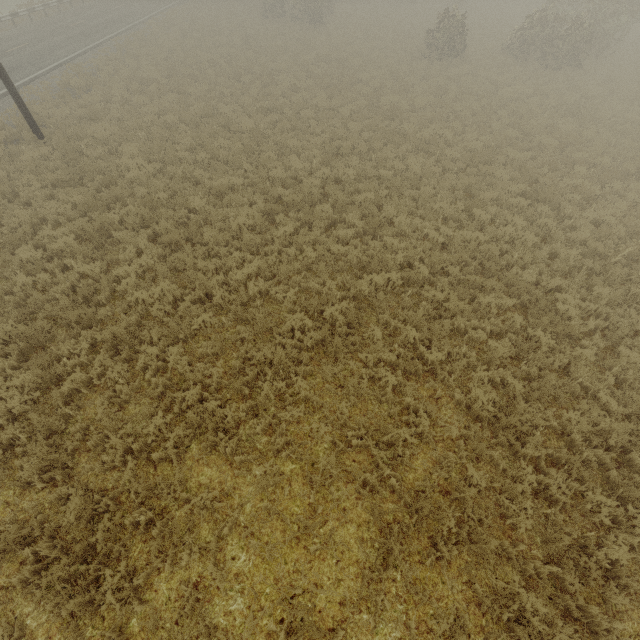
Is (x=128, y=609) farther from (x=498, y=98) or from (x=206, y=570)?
(x=498, y=98)
